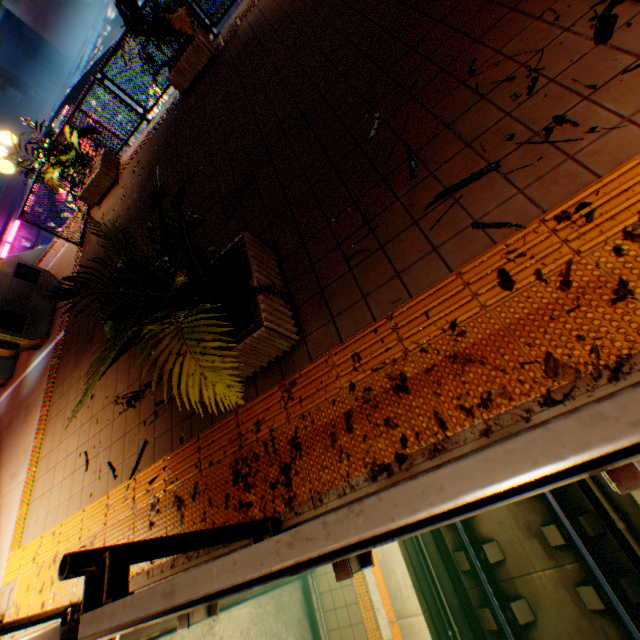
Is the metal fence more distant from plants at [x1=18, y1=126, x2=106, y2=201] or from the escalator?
the escalator

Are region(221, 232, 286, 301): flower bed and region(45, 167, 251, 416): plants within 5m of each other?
yes

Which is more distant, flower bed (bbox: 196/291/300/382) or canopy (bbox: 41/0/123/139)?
canopy (bbox: 41/0/123/139)

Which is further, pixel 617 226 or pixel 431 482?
pixel 617 226

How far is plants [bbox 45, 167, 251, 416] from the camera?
1.8m

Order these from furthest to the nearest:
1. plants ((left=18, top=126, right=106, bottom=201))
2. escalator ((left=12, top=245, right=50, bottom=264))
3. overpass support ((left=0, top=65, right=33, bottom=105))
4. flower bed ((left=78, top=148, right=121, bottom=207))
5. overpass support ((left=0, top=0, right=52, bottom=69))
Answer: overpass support ((left=0, top=65, right=33, bottom=105)) < overpass support ((left=0, top=0, right=52, bottom=69)) < escalator ((left=12, top=245, right=50, bottom=264)) < flower bed ((left=78, top=148, right=121, bottom=207)) < plants ((left=18, top=126, right=106, bottom=201))

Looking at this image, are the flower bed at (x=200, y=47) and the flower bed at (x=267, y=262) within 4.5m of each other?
no

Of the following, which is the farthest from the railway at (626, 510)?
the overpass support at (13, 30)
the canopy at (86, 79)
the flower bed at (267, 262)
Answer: the canopy at (86, 79)
